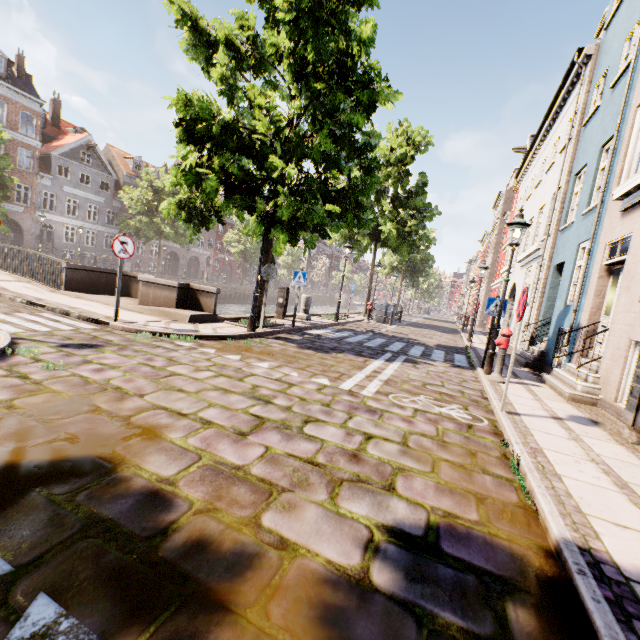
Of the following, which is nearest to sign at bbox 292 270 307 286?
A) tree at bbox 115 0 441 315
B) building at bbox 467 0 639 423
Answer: tree at bbox 115 0 441 315

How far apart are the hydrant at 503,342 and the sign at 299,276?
5.75m

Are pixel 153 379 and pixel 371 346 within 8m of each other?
yes

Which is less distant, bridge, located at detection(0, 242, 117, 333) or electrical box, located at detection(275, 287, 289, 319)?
bridge, located at detection(0, 242, 117, 333)

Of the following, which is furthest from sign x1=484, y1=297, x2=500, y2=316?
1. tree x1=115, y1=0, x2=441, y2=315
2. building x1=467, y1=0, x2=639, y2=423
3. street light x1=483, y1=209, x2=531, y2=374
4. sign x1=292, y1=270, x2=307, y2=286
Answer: building x1=467, y1=0, x2=639, y2=423

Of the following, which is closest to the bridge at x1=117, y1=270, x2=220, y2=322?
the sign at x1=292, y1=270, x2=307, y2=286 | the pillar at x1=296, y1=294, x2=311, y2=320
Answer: the sign at x1=292, y1=270, x2=307, y2=286

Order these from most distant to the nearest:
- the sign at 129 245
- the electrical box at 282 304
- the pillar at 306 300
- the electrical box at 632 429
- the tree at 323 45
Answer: the pillar at 306 300 < the electrical box at 282 304 < the tree at 323 45 < the sign at 129 245 < the electrical box at 632 429

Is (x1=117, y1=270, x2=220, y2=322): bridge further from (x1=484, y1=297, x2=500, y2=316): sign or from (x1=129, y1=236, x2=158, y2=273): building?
(x1=129, y1=236, x2=158, y2=273): building
